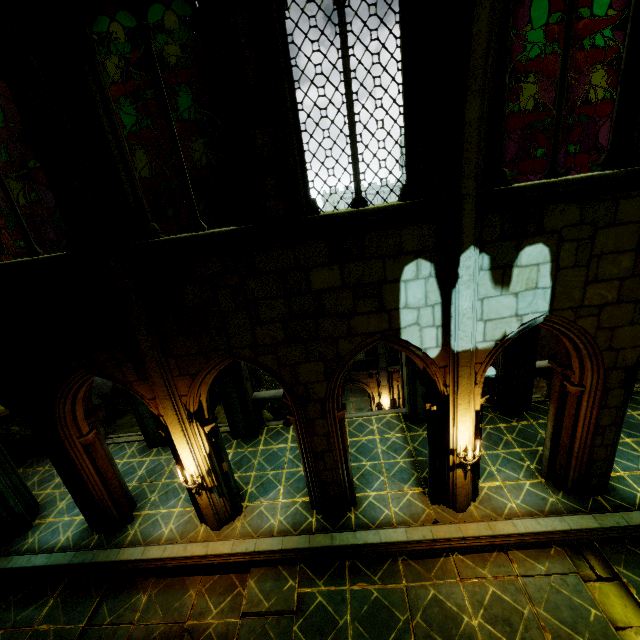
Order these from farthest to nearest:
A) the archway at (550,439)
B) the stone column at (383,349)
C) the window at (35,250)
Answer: the stone column at (383,349), the archway at (550,439), the window at (35,250)

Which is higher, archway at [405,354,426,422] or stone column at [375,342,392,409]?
archway at [405,354,426,422]

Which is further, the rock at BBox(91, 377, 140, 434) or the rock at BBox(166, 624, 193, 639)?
the rock at BBox(91, 377, 140, 434)

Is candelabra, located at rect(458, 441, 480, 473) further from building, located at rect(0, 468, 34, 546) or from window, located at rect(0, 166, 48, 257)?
window, located at rect(0, 166, 48, 257)

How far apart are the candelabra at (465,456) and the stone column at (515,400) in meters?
3.9 m

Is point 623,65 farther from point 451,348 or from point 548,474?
point 548,474

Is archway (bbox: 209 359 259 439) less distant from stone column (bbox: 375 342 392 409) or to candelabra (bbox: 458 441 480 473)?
Result: candelabra (bbox: 458 441 480 473)

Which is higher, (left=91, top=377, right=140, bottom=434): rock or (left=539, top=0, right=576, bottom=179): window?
(left=539, top=0, right=576, bottom=179): window
